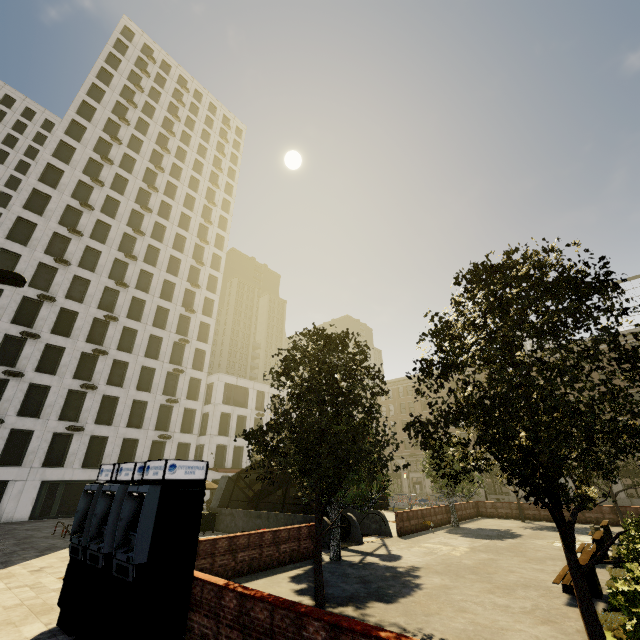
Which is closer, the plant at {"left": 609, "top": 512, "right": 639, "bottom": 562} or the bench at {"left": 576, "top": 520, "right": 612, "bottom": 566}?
the bench at {"left": 576, "top": 520, "right": 612, "bottom": 566}

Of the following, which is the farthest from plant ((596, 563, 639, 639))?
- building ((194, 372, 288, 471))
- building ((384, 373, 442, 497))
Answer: building ((194, 372, 288, 471))

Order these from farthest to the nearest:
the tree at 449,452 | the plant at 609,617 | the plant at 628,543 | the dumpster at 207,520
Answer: the dumpster at 207,520 < the plant at 628,543 < the plant at 609,617 < the tree at 449,452

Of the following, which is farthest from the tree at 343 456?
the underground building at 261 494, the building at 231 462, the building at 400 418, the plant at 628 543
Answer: the building at 231 462

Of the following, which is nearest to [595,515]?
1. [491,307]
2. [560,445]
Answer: → [560,445]

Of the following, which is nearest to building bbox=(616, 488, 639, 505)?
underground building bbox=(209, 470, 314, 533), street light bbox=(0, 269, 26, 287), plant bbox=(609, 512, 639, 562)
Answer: street light bbox=(0, 269, 26, 287)

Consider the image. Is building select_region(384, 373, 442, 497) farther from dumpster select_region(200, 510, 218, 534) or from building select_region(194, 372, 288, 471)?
dumpster select_region(200, 510, 218, 534)

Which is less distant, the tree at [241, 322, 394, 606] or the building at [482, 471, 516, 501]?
the tree at [241, 322, 394, 606]
